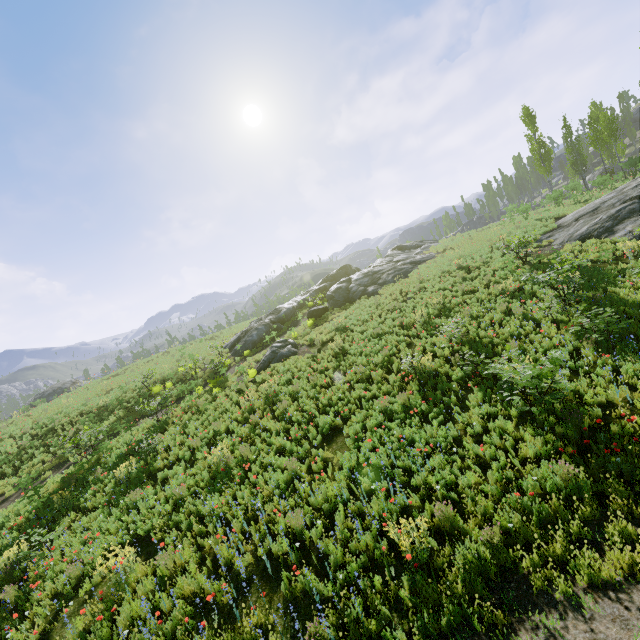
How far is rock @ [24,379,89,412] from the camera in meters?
28.9

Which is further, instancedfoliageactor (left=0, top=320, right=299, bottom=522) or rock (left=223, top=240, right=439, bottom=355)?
rock (left=223, top=240, right=439, bottom=355)

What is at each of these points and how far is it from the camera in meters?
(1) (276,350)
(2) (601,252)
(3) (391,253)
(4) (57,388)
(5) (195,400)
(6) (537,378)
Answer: (1) rock, 18.9 m
(2) instancedfoliageactor, 12.7 m
(3) rock, 35.1 m
(4) rock, 41.5 m
(5) instancedfoliageactor, 16.3 m
(6) instancedfoliageactor, 7.1 m

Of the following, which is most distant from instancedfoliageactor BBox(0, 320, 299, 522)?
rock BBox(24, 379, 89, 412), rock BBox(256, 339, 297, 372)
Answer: rock BBox(256, 339, 297, 372)

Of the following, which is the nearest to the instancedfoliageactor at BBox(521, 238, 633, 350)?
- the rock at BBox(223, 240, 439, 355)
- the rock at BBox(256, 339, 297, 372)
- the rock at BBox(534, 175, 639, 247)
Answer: the rock at BBox(534, 175, 639, 247)

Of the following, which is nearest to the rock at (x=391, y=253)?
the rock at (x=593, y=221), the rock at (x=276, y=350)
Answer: the rock at (x=276, y=350)

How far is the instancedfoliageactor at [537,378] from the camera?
7.0m

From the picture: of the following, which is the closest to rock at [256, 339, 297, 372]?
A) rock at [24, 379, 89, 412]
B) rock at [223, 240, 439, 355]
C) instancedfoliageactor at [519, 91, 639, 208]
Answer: rock at [223, 240, 439, 355]
